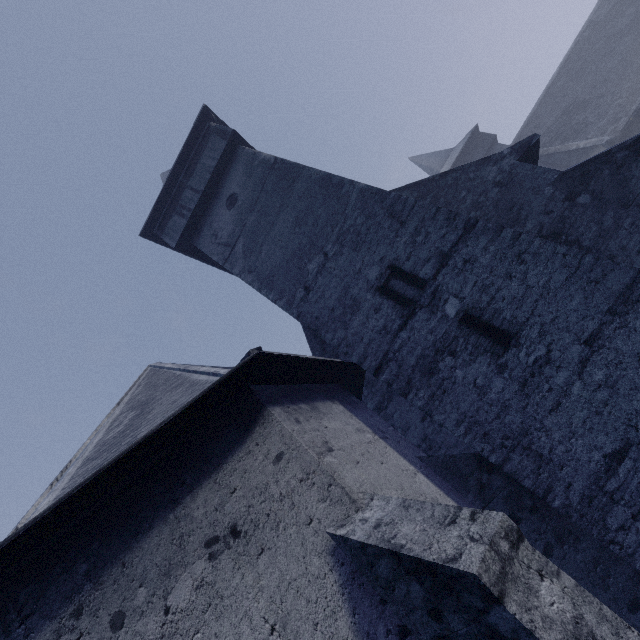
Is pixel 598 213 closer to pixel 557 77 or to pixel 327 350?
pixel 327 350
